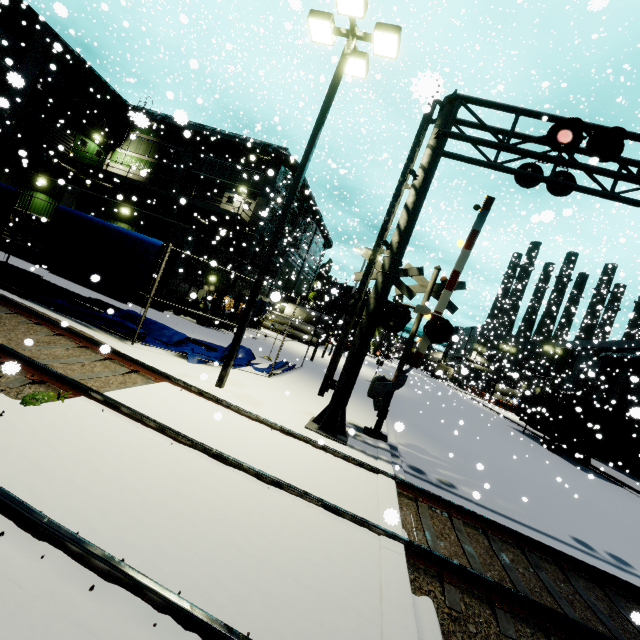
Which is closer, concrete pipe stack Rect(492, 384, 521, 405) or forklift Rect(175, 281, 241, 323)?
forklift Rect(175, 281, 241, 323)

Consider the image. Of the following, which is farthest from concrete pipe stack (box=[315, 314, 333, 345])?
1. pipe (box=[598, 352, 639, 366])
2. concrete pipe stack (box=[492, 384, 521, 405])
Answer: pipe (box=[598, 352, 639, 366])

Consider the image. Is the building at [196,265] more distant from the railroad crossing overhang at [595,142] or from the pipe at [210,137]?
the railroad crossing overhang at [595,142]

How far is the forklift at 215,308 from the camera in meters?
18.8

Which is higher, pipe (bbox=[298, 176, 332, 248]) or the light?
pipe (bbox=[298, 176, 332, 248])

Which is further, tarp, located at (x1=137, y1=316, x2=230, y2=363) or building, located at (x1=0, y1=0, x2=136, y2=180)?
building, located at (x1=0, y1=0, x2=136, y2=180)

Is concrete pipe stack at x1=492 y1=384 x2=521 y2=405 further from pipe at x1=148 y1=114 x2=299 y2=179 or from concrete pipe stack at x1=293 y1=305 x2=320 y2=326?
concrete pipe stack at x1=293 y1=305 x2=320 y2=326

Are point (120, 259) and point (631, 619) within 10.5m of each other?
no
